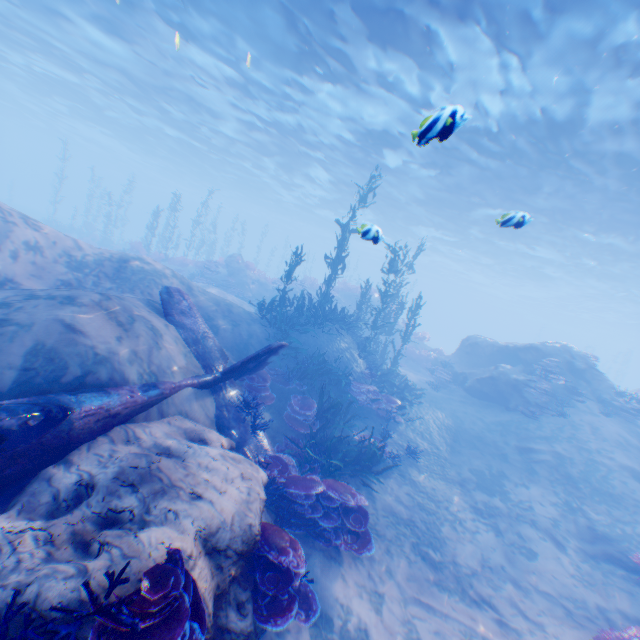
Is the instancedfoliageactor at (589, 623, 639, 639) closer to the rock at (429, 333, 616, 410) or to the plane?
the rock at (429, 333, 616, 410)

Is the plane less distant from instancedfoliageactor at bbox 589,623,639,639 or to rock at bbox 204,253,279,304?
instancedfoliageactor at bbox 589,623,639,639

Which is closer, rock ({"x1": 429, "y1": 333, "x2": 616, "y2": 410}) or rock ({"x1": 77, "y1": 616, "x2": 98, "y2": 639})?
rock ({"x1": 77, "y1": 616, "x2": 98, "y2": 639})

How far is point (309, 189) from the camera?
34.6m

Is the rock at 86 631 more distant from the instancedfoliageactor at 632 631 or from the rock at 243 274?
the rock at 243 274

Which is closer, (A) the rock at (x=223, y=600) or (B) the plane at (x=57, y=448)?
(A) the rock at (x=223, y=600)

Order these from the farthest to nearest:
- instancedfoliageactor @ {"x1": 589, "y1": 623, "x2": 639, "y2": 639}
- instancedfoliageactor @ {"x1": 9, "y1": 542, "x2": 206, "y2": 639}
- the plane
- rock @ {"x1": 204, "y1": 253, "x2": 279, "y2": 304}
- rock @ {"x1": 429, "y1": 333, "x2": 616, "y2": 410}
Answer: rock @ {"x1": 204, "y1": 253, "x2": 279, "y2": 304} < rock @ {"x1": 429, "y1": 333, "x2": 616, "y2": 410} < instancedfoliageactor @ {"x1": 589, "y1": 623, "x2": 639, "y2": 639} < the plane < instancedfoliageactor @ {"x1": 9, "y1": 542, "x2": 206, "y2": 639}

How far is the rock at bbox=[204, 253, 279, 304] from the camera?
22.6m
